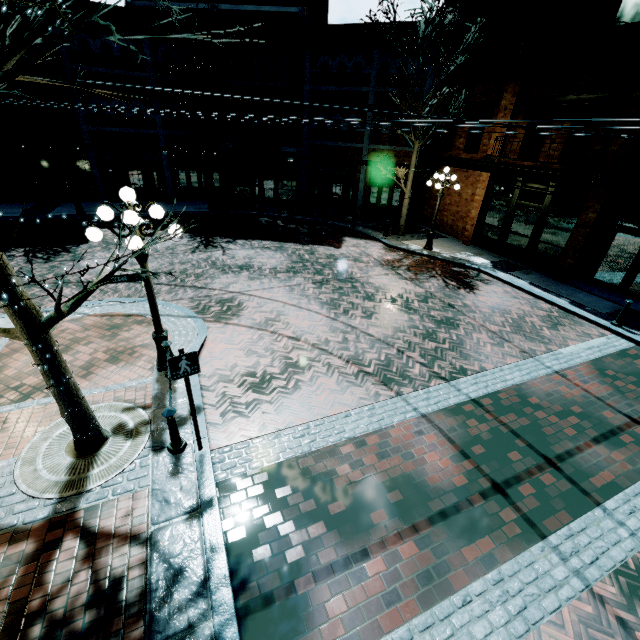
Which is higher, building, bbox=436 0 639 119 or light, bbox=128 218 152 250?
building, bbox=436 0 639 119

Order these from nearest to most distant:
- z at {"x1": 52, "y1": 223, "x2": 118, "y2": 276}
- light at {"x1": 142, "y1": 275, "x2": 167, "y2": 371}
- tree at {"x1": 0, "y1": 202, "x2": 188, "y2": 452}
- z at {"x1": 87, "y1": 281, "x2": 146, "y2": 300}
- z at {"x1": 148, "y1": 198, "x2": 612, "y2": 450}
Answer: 1. tree at {"x1": 0, "y1": 202, "x2": 188, "y2": 452}
2. light at {"x1": 142, "y1": 275, "x2": 167, "y2": 371}
3. z at {"x1": 148, "y1": 198, "x2": 612, "y2": 450}
4. z at {"x1": 87, "y1": 281, "x2": 146, "y2": 300}
5. z at {"x1": 52, "y1": 223, "x2": 118, "y2": 276}

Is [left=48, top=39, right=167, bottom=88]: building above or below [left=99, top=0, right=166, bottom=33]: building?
below

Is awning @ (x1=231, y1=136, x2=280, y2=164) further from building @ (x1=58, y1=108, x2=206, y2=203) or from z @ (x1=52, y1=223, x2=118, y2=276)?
z @ (x1=52, y1=223, x2=118, y2=276)

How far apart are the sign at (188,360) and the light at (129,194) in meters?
2.1

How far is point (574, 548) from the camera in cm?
446

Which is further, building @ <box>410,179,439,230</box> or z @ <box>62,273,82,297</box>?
building @ <box>410,179,439,230</box>
